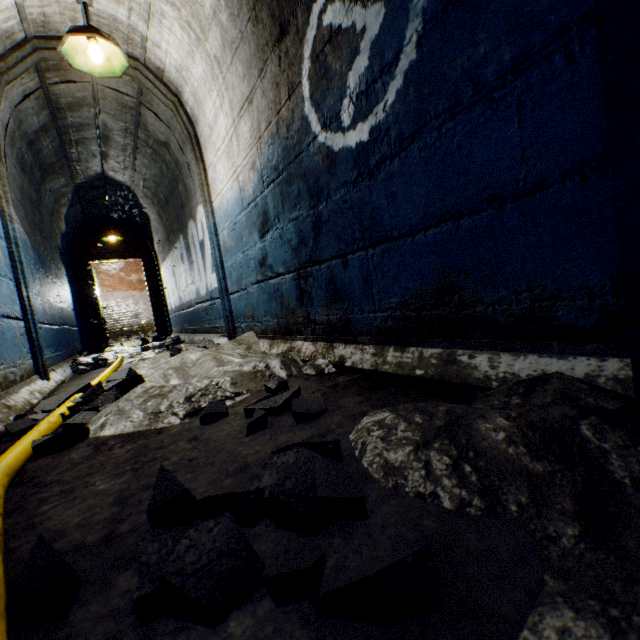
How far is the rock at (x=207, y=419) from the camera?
1.2m

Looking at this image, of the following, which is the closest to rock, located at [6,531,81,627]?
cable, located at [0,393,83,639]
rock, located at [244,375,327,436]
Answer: cable, located at [0,393,83,639]

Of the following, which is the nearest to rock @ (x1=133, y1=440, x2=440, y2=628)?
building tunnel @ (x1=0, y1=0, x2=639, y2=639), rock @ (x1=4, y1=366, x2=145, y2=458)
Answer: building tunnel @ (x1=0, y1=0, x2=639, y2=639)

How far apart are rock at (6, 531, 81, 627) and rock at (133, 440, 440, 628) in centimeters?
18cm

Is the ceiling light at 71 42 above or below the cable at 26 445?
above

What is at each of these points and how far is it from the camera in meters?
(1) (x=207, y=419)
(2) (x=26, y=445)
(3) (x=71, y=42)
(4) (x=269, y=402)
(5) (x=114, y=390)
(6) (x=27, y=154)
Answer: (1) rock, 1.2 m
(2) cable, 1.2 m
(3) ceiling light, 2.4 m
(4) rock, 1.2 m
(5) rock, 1.7 m
(6) building tunnel, 3.6 m

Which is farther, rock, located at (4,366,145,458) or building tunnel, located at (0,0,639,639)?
rock, located at (4,366,145,458)

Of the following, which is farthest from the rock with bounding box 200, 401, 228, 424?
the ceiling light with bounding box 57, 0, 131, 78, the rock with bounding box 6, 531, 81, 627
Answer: the ceiling light with bounding box 57, 0, 131, 78
